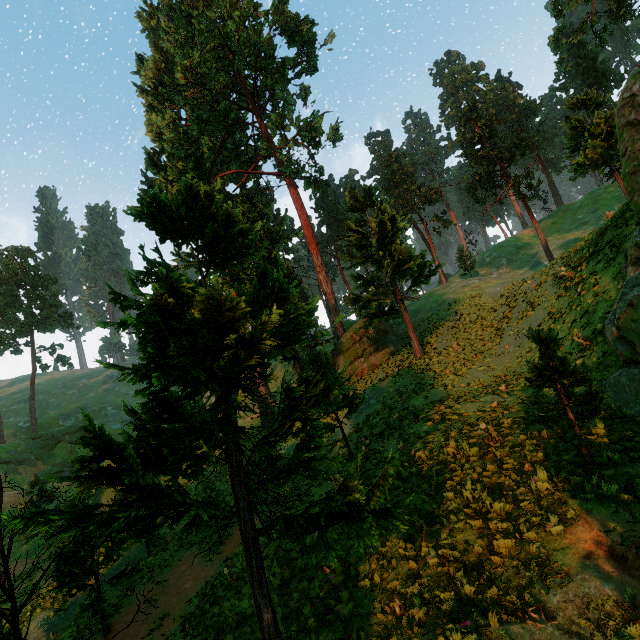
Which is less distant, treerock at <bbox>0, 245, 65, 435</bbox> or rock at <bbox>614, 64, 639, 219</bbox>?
rock at <bbox>614, 64, 639, 219</bbox>

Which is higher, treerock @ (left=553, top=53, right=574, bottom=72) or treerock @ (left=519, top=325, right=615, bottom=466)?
treerock @ (left=553, top=53, right=574, bottom=72)

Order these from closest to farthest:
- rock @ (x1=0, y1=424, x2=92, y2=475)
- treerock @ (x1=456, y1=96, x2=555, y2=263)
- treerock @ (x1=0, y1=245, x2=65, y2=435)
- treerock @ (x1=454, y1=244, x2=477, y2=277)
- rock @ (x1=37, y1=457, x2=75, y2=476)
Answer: treerock @ (x1=456, y1=96, x2=555, y2=263) → rock @ (x1=37, y1=457, x2=75, y2=476) → rock @ (x1=0, y1=424, x2=92, y2=475) → treerock @ (x1=454, y1=244, x2=477, y2=277) → treerock @ (x1=0, y1=245, x2=65, y2=435)

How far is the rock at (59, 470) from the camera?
43.7 meters

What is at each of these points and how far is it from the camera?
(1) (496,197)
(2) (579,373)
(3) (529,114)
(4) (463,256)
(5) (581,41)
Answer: (1) treerock, 42.22m
(2) treerock, 8.14m
(3) treerock, 59.25m
(4) treerock, 49.03m
(5) treerock, 57.09m

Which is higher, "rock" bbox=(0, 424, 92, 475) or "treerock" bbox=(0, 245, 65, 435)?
"treerock" bbox=(0, 245, 65, 435)

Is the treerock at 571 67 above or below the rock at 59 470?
above

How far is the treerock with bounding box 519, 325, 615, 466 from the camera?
7.91m
